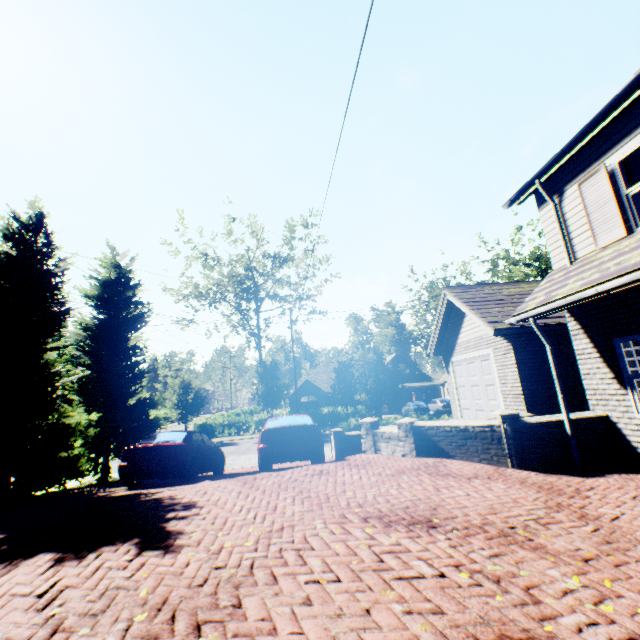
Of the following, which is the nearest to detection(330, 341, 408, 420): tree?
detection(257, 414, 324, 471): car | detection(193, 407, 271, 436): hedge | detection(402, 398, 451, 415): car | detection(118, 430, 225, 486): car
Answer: detection(193, 407, 271, 436): hedge

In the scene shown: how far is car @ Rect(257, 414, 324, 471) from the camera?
8.79m

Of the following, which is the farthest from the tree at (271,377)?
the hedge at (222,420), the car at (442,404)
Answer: the car at (442,404)

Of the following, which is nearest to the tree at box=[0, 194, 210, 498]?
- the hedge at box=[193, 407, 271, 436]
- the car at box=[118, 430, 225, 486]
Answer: the hedge at box=[193, 407, 271, 436]

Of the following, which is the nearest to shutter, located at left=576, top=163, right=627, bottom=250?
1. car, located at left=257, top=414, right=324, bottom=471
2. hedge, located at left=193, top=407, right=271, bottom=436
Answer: car, located at left=257, top=414, right=324, bottom=471

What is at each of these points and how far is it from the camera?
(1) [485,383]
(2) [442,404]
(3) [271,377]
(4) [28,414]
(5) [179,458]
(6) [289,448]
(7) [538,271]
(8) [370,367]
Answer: (1) garage door, 11.85m
(2) car, 34.34m
(3) tree, 29.83m
(4) tree, 11.12m
(5) car, 9.35m
(6) car, 8.80m
(7) tree, 38.47m
(8) tree, 21.17m

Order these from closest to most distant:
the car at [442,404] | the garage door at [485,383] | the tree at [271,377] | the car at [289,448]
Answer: the car at [289,448]
the garage door at [485,383]
the car at [442,404]
the tree at [271,377]
